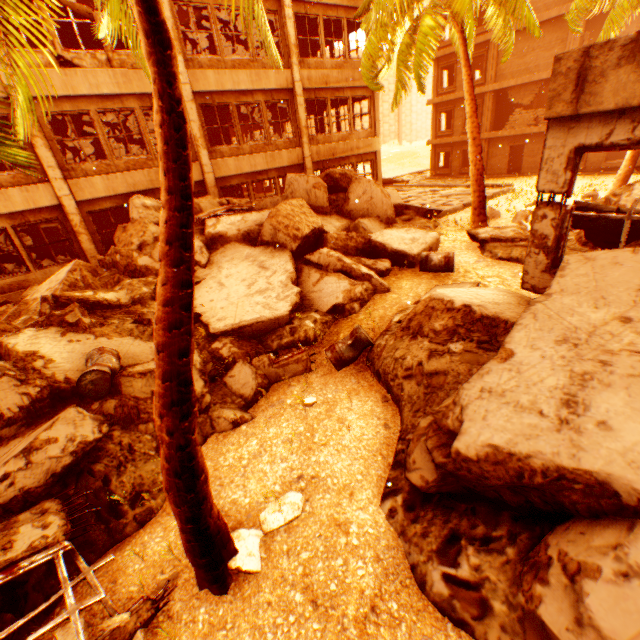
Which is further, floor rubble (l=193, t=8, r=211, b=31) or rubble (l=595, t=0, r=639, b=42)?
floor rubble (l=193, t=8, r=211, b=31)

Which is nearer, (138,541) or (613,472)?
(613,472)

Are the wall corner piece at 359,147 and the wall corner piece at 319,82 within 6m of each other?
yes

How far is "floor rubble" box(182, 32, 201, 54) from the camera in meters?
15.6 m

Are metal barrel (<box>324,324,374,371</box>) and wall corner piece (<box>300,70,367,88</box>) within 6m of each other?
no

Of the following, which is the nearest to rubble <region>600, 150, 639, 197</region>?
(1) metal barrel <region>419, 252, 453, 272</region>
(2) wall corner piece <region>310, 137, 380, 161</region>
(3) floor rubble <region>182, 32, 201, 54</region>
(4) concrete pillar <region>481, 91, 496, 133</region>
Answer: (2) wall corner piece <region>310, 137, 380, 161</region>

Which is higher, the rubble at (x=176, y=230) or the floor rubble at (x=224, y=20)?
the floor rubble at (x=224, y=20)

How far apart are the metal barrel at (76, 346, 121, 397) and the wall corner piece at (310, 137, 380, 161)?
13.3 meters
